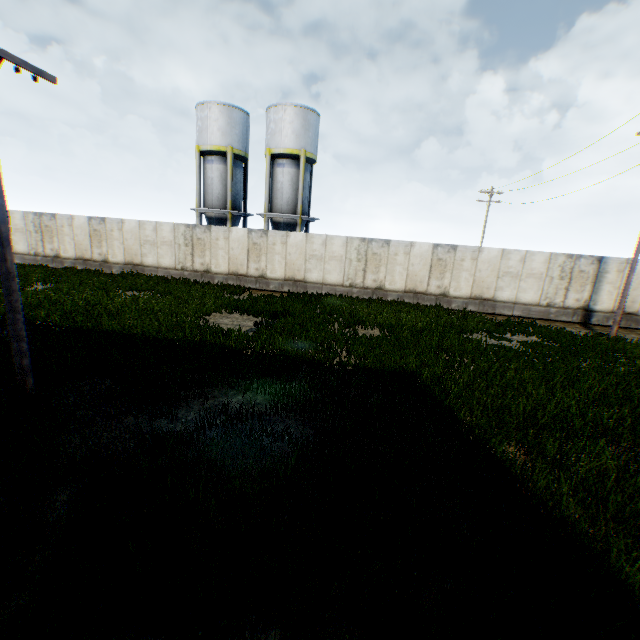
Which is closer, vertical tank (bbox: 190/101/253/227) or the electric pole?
the electric pole

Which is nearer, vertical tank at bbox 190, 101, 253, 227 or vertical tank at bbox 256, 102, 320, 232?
vertical tank at bbox 256, 102, 320, 232

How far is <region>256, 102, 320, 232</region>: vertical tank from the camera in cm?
2320

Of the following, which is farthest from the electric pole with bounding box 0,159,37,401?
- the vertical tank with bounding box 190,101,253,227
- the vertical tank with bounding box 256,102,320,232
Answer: the vertical tank with bounding box 190,101,253,227

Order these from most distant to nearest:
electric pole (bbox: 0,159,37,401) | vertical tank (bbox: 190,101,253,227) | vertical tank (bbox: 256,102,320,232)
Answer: vertical tank (bbox: 190,101,253,227) → vertical tank (bbox: 256,102,320,232) → electric pole (bbox: 0,159,37,401)

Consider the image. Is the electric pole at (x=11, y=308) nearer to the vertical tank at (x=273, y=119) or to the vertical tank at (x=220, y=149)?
the vertical tank at (x=273, y=119)

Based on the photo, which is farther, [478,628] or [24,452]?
[24,452]
